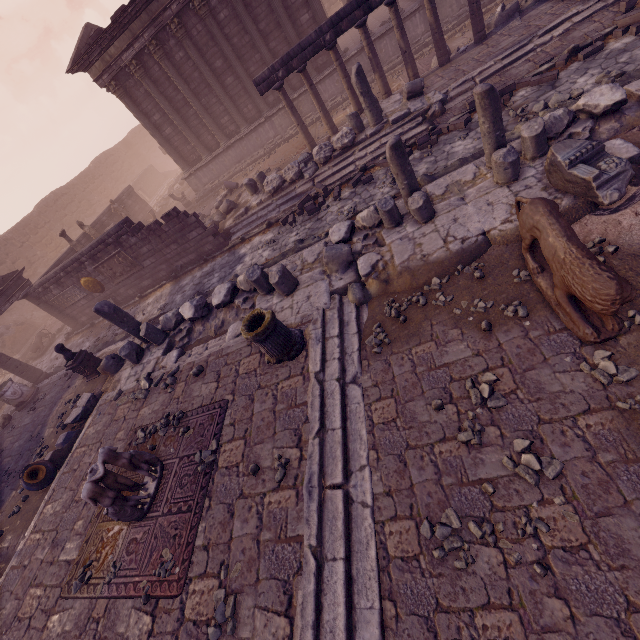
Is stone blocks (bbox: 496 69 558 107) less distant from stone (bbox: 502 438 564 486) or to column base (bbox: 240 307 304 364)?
column base (bbox: 240 307 304 364)

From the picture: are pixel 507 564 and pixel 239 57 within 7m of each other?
no

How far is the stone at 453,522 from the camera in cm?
325

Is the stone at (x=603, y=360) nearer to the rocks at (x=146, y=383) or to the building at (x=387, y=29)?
the rocks at (x=146, y=383)

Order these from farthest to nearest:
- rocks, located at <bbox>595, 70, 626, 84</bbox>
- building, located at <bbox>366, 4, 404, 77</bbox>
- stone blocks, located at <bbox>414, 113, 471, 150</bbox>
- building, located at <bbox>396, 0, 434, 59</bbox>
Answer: building, located at <bbox>366, 4, 404, 77</bbox>
building, located at <bbox>396, 0, 434, 59</bbox>
stone blocks, located at <bbox>414, 113, 471, 150</bbox>
rocks, located at <bbox>595, 70, 626, 84</bbox>

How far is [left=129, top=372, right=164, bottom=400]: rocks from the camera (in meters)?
7.80

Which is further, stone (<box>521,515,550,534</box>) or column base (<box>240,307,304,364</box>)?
column base (<box>240,307,304,364</box>)

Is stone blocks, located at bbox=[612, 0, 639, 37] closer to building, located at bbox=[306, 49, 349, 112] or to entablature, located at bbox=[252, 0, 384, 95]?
entablature, located at bbox=[252, 0, 384, 95]
